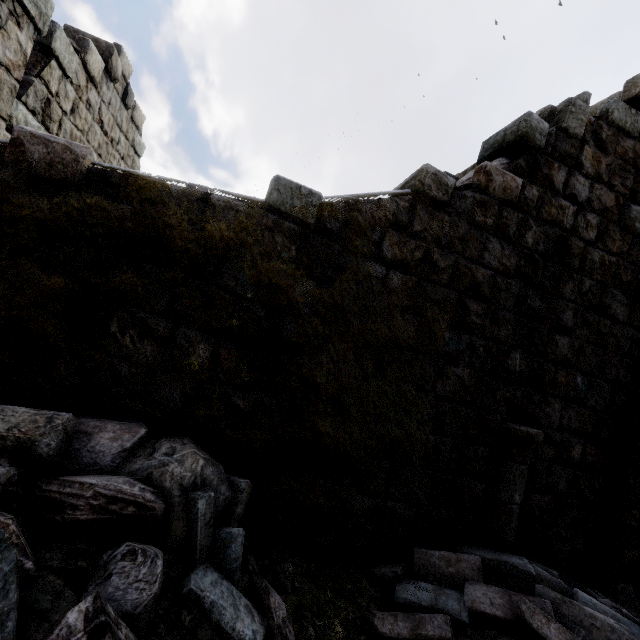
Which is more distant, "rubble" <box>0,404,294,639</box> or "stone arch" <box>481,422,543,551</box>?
"stone arch" <box>481,422,543,551</box>

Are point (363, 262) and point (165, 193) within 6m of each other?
yes

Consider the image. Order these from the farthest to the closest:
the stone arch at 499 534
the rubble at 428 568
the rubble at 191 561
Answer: the stone arch at 499 534
the rubble at 428 568
the rubble at 191 561

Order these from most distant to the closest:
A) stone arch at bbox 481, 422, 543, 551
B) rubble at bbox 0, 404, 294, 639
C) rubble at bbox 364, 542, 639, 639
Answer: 1. stone arch at bbox 481, 422, 543, 551
2. rubble at bbox 364, 542, 639, 639
3. rubble at bbox 0, 404, 294, 639

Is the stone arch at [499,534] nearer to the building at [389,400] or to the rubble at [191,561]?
the rubble at [191,561]

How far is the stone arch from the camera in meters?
3.9 m
